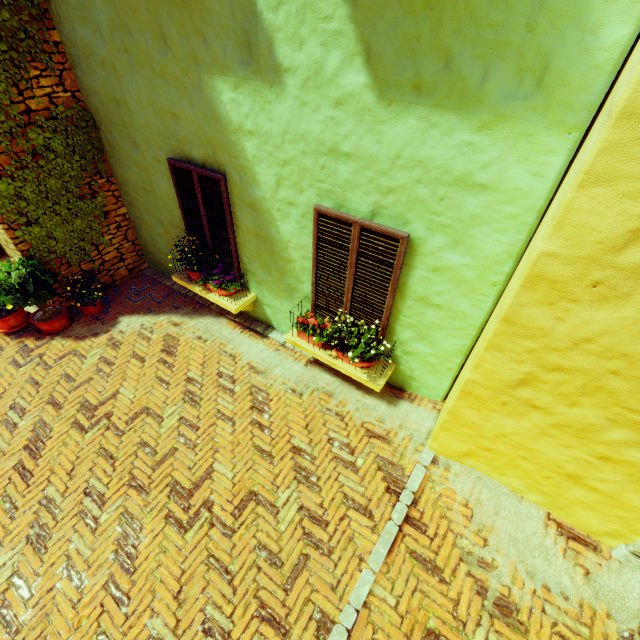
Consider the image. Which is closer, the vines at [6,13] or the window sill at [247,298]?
the vines at [6,13]

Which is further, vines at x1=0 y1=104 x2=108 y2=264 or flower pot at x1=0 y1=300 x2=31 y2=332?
flower pot at x1=0 y1=300 x2=31 y2=332

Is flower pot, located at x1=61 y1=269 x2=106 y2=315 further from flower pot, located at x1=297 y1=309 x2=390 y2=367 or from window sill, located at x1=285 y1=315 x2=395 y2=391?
flower pot, located at x1=297 y1=309 x2=390 y2=367

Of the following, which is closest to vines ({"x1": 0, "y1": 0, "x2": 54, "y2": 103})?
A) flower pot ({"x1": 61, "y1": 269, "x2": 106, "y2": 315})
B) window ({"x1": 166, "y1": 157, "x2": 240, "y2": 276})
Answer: window ({"x1": 166, "y1": 157, "x2": 240, "y2": 276})

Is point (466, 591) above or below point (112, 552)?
above

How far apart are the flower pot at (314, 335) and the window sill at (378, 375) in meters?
0.0

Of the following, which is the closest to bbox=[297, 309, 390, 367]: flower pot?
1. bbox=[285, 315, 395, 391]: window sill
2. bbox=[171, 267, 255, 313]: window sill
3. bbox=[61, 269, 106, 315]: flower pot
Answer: bbox=[285, 315, 395, 391]: window sill

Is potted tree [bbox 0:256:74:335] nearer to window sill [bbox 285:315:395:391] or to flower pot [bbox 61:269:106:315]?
→ flower pot [bbox 61:269:106:315]
